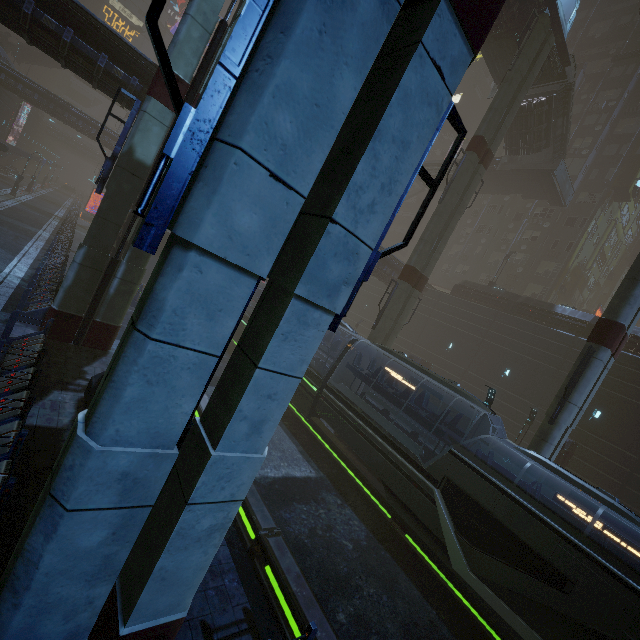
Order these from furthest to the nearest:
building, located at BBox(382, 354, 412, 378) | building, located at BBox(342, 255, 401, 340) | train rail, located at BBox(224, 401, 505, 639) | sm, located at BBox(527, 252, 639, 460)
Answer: building, located at BBox(382, 354, 412, 378), building, located at BBox(342, 255, 401, 340), sm, located at BBox(527, 252, 639, 460), train rail, located at BBox(224, 401, 505, 639)

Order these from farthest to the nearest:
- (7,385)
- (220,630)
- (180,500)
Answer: (7,385) < (220,630) < (180,500)

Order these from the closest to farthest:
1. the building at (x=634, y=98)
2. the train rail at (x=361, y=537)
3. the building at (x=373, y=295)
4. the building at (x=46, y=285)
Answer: the building at (x=46, y=285), the train rail at (x=361, y=537), the building at (x=373, y=295), the building at (x=634, y=98)

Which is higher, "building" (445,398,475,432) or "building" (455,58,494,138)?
"building" (455,58,494,138)

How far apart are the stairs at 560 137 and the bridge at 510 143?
0.01m

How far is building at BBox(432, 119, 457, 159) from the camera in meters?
54.3

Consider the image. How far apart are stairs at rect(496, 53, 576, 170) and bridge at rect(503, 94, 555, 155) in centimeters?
1cm

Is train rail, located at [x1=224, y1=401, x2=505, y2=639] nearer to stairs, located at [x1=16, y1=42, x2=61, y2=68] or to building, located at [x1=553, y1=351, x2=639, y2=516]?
building, located at [x1=553, y1=351, x2=639, y2=516]
